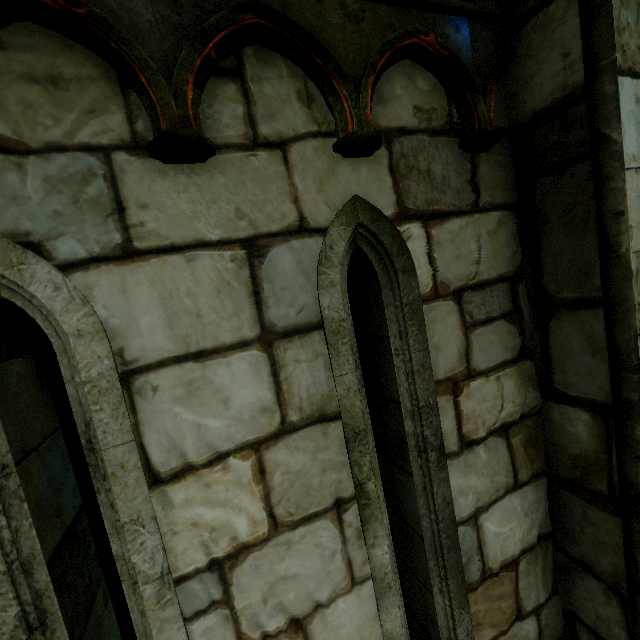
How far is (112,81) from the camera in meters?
0.8
